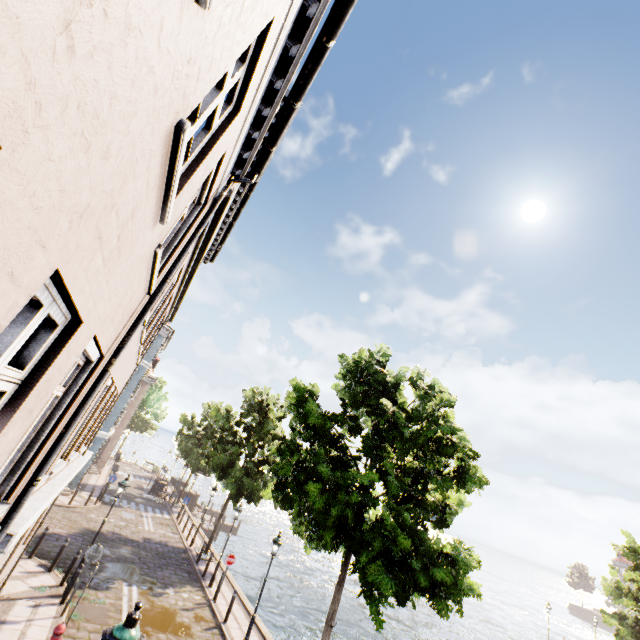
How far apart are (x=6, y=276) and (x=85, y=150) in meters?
0.6

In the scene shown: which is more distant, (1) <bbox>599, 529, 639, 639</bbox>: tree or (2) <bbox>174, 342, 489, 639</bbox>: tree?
(1) <bbox>599, 529, 639, 639</bbox>: tree

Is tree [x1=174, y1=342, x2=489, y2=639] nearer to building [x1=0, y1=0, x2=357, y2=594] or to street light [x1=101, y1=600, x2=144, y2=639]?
building [x1=0, y1=0, x2=357, y2=594]

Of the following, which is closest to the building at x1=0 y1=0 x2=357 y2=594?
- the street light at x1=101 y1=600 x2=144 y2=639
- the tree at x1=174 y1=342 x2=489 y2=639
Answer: the tree at x1=174 y1=342 x2=489 y2=639

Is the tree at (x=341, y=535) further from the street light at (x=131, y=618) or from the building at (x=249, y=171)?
the street light at (x=131, y=618)

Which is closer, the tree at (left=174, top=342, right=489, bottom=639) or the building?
the building
